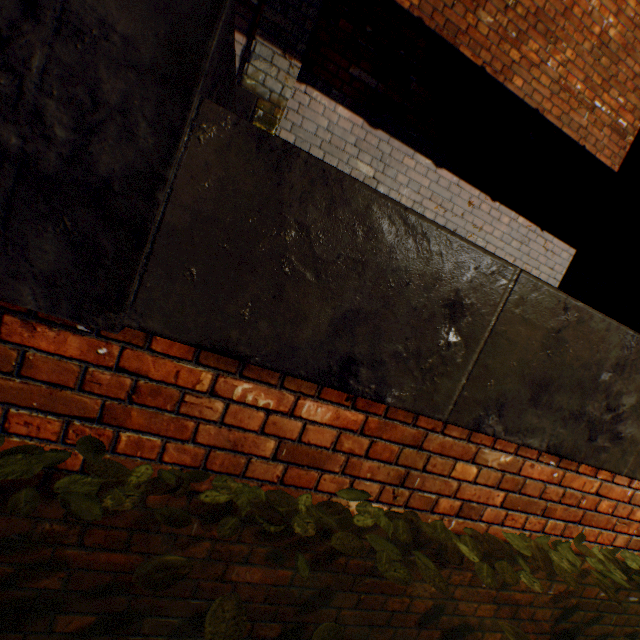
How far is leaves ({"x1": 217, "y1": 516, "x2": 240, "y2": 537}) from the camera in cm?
103

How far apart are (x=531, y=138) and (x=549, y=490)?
3.76m

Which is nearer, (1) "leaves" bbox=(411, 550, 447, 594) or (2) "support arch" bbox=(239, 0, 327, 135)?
(1) "leaves" bbox=(411, 550, 447, 594)

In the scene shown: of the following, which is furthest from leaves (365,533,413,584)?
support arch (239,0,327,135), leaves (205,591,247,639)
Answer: support arch (239,0,327,135)

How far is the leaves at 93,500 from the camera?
0.9m

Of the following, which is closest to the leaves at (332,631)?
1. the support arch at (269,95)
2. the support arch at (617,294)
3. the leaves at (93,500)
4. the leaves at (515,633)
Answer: the leaves at (93,500)

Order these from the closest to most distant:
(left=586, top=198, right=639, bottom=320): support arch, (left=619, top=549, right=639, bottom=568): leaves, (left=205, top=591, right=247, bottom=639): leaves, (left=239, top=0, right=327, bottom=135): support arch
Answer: (left=205, top=591, right=247, bottom=639): leaves, (left=619, top=549, right=639, bottom=568): leaves, (left=239, top=0, right=327, bottom=135): support arch, (left=586, top=198, right=639, bottom=320): support arch

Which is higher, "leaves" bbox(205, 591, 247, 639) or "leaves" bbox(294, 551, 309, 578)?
"leaves" bbox(294, 551, 309, 578)
